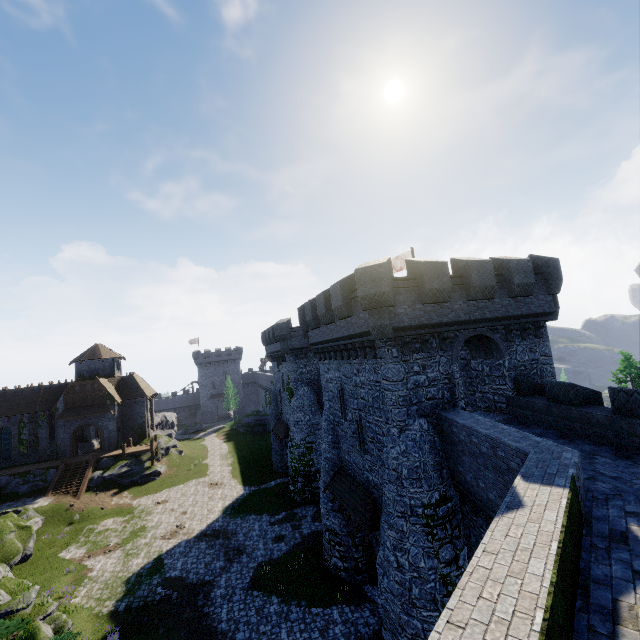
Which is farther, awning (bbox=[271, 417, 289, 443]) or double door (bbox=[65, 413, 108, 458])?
double door (bbox=[65, 413, 108, 458])

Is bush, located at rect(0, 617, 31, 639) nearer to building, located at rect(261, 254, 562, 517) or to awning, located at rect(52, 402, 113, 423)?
building, located at rect(261, 254, 562, 517)

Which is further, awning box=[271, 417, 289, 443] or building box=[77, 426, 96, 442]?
building box=[77, 426, 96, 442]

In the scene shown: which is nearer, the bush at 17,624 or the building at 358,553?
the bush at 17,624

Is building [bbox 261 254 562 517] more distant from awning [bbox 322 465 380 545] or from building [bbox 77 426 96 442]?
building [bbox 77 426 96 442]

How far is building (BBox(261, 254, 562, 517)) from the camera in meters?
13.8

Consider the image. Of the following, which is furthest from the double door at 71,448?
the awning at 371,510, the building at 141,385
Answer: the awning at 371,510

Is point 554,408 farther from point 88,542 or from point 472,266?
point 88,542
